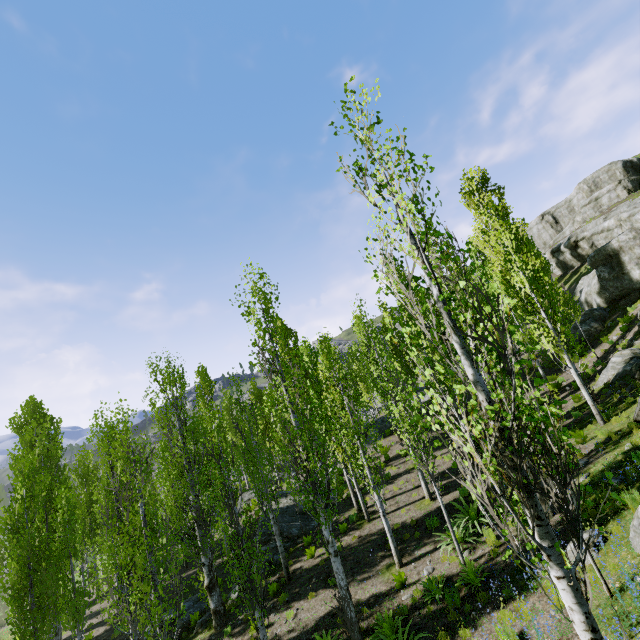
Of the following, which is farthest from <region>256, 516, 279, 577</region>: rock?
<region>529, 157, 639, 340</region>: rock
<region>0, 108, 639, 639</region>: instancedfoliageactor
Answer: <region>529, 157, 639, 340</region>: rock

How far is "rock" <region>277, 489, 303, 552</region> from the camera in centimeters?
1725cm

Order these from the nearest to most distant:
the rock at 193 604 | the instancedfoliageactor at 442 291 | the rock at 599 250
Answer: the instancedfoliageactor at 442 291 < the rock at 193 604 < the rock at 599 250

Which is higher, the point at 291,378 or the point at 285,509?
the point at 291,378

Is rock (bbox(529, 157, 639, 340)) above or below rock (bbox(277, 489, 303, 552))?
above

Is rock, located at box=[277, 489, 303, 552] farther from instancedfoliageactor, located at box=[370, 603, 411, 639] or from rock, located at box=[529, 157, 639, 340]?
rock, located at box=[529, 157, 639, 340]

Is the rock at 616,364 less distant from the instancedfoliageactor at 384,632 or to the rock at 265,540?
the instancedfoliageactor at 384,632
